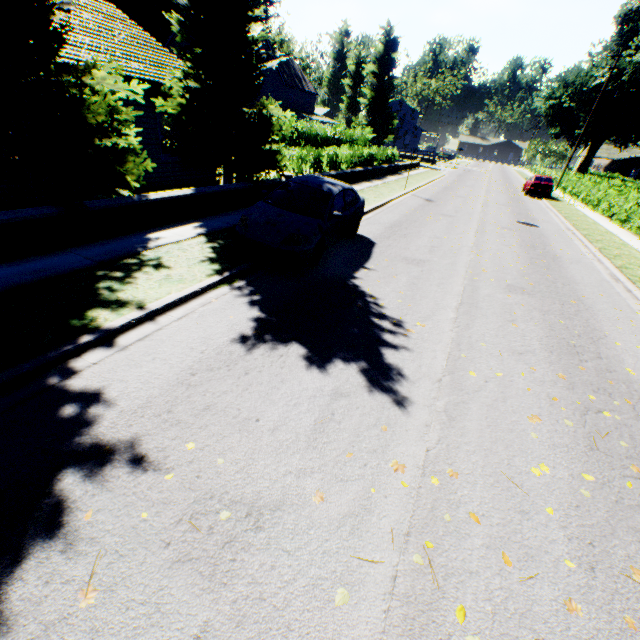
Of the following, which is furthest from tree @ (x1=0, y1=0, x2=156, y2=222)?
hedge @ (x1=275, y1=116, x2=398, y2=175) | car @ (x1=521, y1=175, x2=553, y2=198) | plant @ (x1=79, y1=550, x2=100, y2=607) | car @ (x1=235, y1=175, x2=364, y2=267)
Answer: car @ (x1=521, y1=175, x2=553, y2=198)

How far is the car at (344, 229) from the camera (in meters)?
6.89

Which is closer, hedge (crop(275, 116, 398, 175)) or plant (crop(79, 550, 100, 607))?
plant (crop(79, 550, 100, 607))

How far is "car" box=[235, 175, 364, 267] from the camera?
6.9 meters

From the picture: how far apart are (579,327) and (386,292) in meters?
4.1

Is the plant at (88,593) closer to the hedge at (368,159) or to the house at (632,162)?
the hedge at (368,159)

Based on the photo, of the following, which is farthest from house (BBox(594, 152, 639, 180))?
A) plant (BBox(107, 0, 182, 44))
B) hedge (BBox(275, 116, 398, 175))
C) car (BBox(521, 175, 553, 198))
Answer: car (BBox(521, 175, 553, 198))

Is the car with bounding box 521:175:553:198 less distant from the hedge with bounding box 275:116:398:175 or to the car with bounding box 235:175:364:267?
the hedge with bounding box 275:116:398:175
